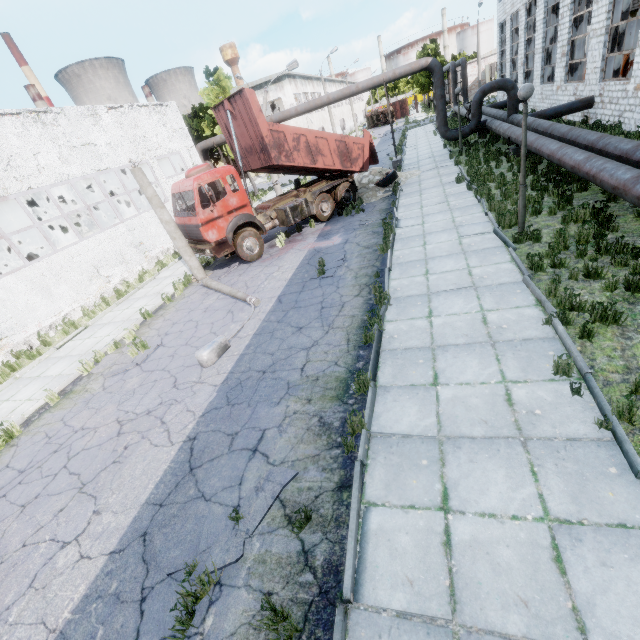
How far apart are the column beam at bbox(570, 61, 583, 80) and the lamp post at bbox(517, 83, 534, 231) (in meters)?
18.43

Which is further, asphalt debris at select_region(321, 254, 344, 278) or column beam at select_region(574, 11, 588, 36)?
column beam at select_region(574, 11, 588, 36)

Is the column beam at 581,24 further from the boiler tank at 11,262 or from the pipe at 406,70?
the boiler tank at 11,262

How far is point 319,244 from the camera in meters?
13.1 m

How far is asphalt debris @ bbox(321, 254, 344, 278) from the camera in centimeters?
1016cm

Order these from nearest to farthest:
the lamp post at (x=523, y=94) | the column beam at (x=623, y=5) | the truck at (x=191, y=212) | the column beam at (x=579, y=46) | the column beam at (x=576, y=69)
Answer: the lamp post at (x=523, y=94)
the truck at (x=191, y=212)
the column beam at (x=623, y=5)
the column beam at (x=579, y=46)
the column beam at (x=576, y=69)

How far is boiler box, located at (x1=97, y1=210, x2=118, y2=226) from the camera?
24.55m

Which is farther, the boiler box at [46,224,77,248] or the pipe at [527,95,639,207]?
the boiler box at [46,224,77,248]
